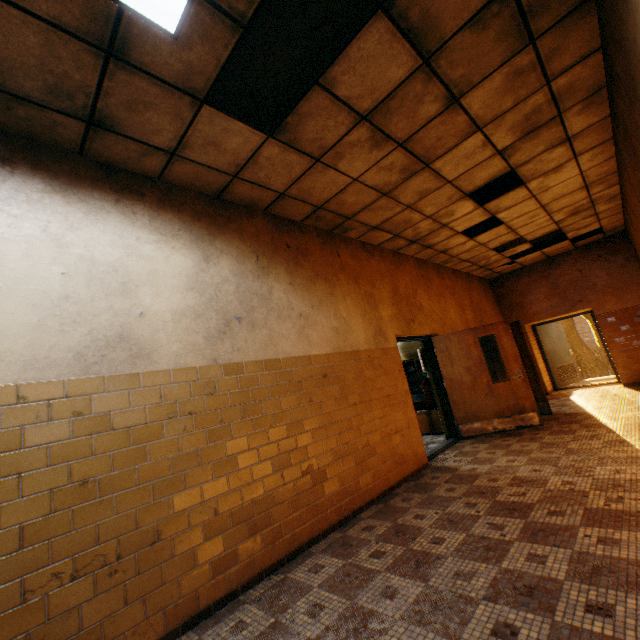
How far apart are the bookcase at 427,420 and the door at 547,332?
5.17m

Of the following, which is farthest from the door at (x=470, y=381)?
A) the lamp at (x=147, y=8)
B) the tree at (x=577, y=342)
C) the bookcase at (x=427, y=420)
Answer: the tree at (x=577, y=342)

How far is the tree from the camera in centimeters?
1894cm

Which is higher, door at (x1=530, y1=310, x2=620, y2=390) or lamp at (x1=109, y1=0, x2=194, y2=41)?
lamp at (x1=109, y1=0, x2=194, y2=41)

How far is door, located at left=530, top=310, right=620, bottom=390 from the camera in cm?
960

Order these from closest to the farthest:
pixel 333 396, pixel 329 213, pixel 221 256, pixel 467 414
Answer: pixel 221 256 < pixel 333 396 < pixel 329 213 < pixel 467 414

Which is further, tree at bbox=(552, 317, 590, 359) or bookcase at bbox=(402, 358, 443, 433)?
tree at bbox=(552, 317, 590, 359)

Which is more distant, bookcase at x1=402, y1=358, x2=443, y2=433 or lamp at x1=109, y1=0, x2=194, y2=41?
bookcase at x1=402, y1=358, x2=443, y2=433
